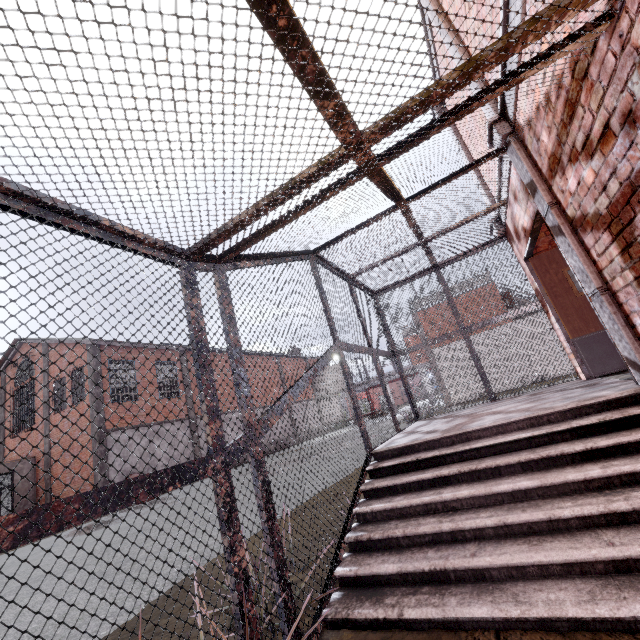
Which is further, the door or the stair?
the door

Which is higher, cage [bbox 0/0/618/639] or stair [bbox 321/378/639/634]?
cage [bbox 0/0/618/639]

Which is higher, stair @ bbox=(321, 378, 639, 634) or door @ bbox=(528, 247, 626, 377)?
door @ bbox=(528, 247, 626, 377)

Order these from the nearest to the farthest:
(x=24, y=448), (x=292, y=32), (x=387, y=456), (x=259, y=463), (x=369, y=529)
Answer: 1. (x=292, y=32)
2. (x=259, y=463)
3. (x=369, y=529)
4. (x=387, y=456)
5. (x=24, y=448)

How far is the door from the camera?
5.0m

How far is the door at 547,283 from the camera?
5.0m

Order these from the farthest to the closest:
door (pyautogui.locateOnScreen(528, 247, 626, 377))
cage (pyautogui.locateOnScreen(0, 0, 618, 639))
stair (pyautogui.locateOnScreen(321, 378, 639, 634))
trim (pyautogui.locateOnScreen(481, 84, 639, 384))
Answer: door (pyautogui.locateOnScreen(528, 247, 626, 377))
trim (pyautogui.locateOnScreen(481, 84, 639, 384))
stair (pyautogui.locateOnScreen(321, 378, 639, 634))
cage (pyautogui.locateOnScreen(0, 0, 618, 639))

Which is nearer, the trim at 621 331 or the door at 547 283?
the trim at 621 331
